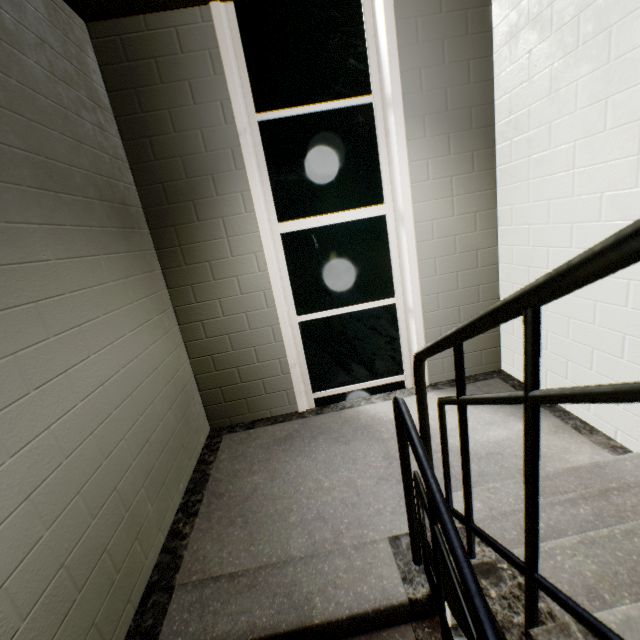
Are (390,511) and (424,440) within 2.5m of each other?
yes

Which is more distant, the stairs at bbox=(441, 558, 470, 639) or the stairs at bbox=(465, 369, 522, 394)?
the stairs at bbox=(465, 369, 522, 394)

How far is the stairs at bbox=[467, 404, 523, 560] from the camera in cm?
135

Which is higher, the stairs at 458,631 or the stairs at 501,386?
the stairs at 501,386

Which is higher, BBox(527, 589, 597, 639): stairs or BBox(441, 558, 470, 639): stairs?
BBox(527, 589, 597, 639): stairs
